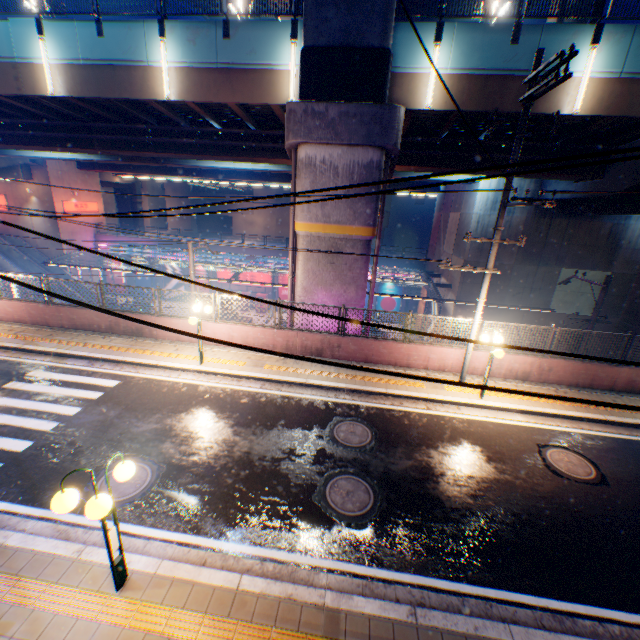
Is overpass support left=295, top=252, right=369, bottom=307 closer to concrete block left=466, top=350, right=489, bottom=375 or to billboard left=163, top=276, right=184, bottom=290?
concrete block left=466, top=350, right=489, bottom=375

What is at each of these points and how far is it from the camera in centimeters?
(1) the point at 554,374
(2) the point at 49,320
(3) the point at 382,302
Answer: (1) concrete block, 1187cm
(2) concrete block, 1395cm
(3) billboard, 3525cm

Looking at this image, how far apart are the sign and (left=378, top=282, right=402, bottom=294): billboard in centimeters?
3318cm

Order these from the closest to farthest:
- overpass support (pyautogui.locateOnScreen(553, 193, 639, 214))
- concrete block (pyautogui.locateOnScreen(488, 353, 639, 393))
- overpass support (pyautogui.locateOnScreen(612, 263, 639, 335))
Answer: concrete block (pyautogui.locateOnScreen(488, 353, 639, 393)), overpass support (pyautogui.locateOnScreen(612, 263, 639, 335)), overpass support (pyautogui.locateOnScreen(553, 193, 639, 214))

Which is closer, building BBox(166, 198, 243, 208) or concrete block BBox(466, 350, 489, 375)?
concrete block BBox(466, 350, 489, 375)

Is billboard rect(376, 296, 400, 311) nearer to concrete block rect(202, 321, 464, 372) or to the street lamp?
concrete block rect(202, 321, 464, 372)

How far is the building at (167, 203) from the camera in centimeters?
5434cm

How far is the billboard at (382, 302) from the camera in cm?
3498
